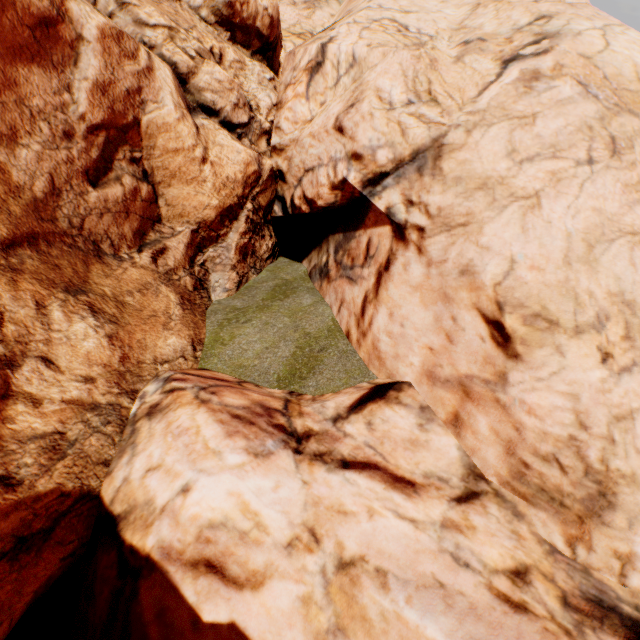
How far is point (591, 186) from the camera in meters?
7.3
